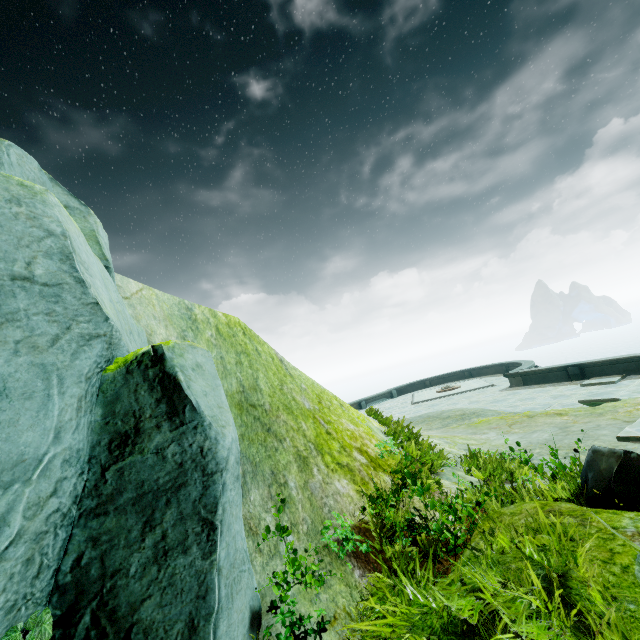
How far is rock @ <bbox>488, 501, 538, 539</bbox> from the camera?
2.86m

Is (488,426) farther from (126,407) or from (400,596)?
(126,407)

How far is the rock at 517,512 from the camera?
2.86m

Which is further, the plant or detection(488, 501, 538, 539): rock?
detection(488, 501, 538, 539): rock

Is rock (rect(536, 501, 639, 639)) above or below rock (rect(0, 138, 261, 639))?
below

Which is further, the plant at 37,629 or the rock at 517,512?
the rock at 517,512

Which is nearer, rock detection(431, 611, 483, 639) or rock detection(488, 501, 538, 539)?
rock detection(431, 611, 483, 639)
